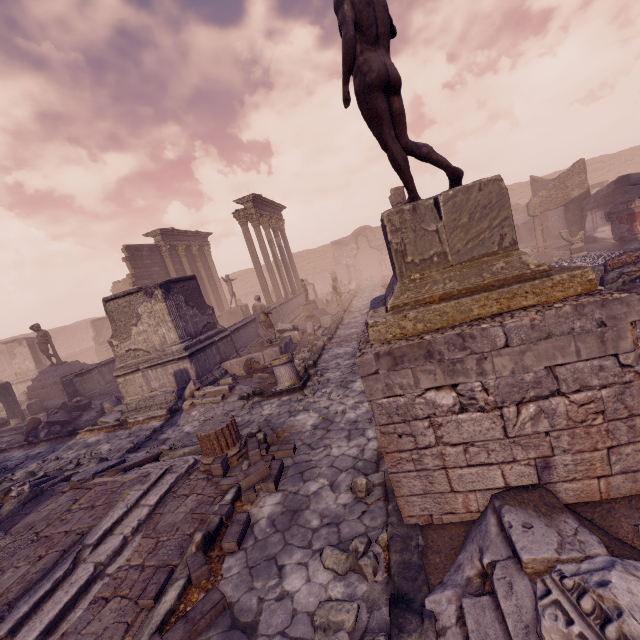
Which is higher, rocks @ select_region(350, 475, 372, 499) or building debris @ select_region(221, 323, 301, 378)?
building debris @ select_region(221, 323, 301, 378)

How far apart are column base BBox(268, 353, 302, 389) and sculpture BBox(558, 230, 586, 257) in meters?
13.2

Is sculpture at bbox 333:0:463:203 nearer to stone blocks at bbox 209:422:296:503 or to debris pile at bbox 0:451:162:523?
stone blocks at bbox 209:422:296:503

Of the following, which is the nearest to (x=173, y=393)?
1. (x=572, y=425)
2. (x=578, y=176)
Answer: (x=572, y=425)

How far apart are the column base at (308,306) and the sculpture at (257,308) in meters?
6.9

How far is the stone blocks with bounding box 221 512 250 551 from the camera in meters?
3.8

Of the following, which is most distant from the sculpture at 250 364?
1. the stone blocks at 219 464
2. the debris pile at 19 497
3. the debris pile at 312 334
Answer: the stone blocks at 219 464

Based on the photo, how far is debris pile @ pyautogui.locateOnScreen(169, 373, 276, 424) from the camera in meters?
8.8 m
